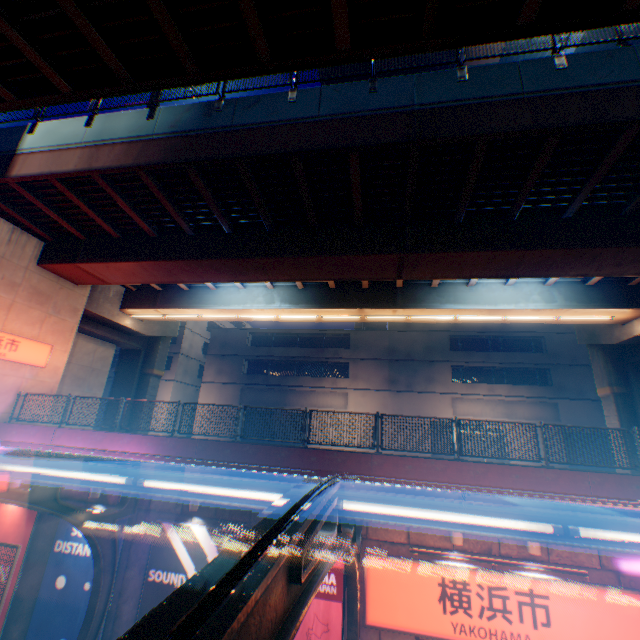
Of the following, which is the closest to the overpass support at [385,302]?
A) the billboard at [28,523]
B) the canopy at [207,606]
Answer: the canopy at [207,606]

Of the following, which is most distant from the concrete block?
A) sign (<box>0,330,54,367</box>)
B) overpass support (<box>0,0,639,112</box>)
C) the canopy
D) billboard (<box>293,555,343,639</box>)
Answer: overpass support (<box>0,0,639,112</box>)

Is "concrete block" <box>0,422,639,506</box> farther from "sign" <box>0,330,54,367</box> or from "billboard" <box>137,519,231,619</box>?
"sign" <box>0,330,54,367</box>

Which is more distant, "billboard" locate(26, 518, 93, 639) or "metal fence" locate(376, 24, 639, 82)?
"billboard" locate(26, 518, 93, 639)

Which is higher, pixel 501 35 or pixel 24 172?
pixel 24 172

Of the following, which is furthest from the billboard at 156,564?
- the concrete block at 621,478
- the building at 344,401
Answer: the building at 344,401

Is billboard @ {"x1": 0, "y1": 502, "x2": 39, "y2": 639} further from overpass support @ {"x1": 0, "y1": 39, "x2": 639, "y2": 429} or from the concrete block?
overpass support @ {"x1": 0, "y1": 39, "x2": 639, "y2": 429}

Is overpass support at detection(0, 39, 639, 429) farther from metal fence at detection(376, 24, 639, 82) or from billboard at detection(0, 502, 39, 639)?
billboard at detection(0, 502, 39, 639)
